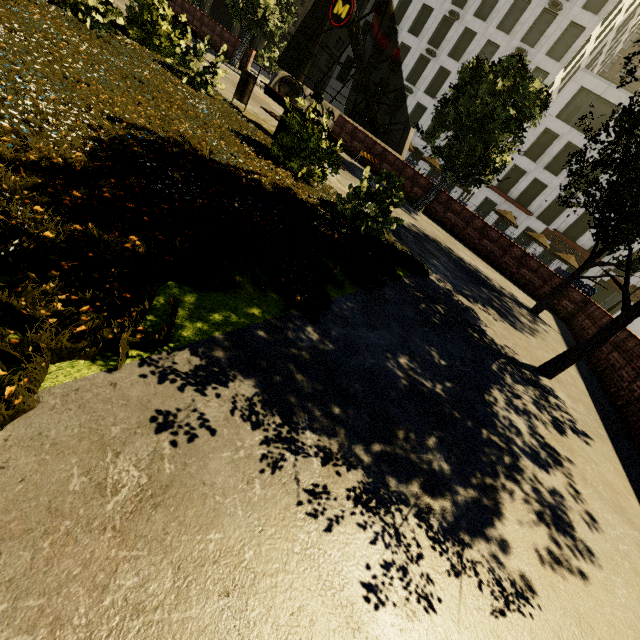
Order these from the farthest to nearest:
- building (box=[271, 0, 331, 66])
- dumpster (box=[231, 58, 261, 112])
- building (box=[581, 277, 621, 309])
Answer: building (box=[271, 0, 331, 66]) < building (box=[581, 277, 621, 309]) < dumpster (box=[231, 58, 261, 112])

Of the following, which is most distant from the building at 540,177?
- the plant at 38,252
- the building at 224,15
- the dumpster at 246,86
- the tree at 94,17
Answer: the building at 224,15

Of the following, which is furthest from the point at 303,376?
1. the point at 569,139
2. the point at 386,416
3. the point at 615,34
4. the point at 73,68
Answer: the point at 615,34

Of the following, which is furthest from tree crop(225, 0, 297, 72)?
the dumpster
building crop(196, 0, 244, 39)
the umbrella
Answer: the umbrella

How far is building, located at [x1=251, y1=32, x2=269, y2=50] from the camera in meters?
46.7 m

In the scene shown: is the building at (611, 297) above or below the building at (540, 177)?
below

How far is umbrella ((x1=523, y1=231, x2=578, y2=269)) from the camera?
27.4 meters

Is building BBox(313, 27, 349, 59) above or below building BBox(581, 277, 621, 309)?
above
